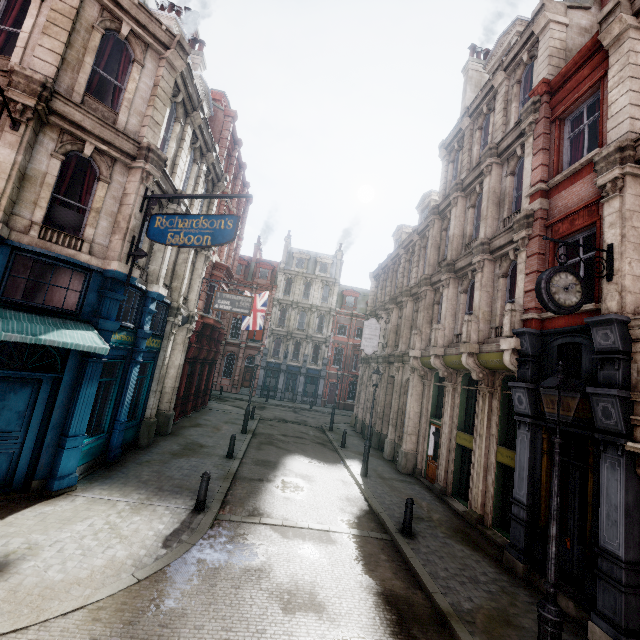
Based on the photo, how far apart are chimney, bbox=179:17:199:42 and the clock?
21.83m

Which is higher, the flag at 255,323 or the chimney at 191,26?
the chimney at 191,26

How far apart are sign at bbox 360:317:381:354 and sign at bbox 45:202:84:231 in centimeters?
1611cm

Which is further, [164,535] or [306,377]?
[306,377]

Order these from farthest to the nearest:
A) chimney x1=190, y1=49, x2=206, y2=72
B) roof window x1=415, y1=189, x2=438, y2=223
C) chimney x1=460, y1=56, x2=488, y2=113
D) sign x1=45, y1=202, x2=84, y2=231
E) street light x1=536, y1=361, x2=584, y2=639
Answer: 1. roof window x1=415, y1=189, x2=438, y2=223
2. chimney x1=460, y1=56, x2=488, y2=113
3. chimney x1=190, y1=49, x2=206, y2=72
4. sign x1=45, y1=202, x2=84, y2=231
5. street light x1=536, y1=361, x2=584, y2=639

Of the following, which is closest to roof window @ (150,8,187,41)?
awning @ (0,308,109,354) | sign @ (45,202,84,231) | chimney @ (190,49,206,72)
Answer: chimney @ (190,49,206,72)

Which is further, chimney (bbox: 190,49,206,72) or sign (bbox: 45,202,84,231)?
chimney (bbox: 190,49,206,72)

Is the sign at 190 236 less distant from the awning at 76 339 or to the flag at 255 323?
the awning at 76 339
